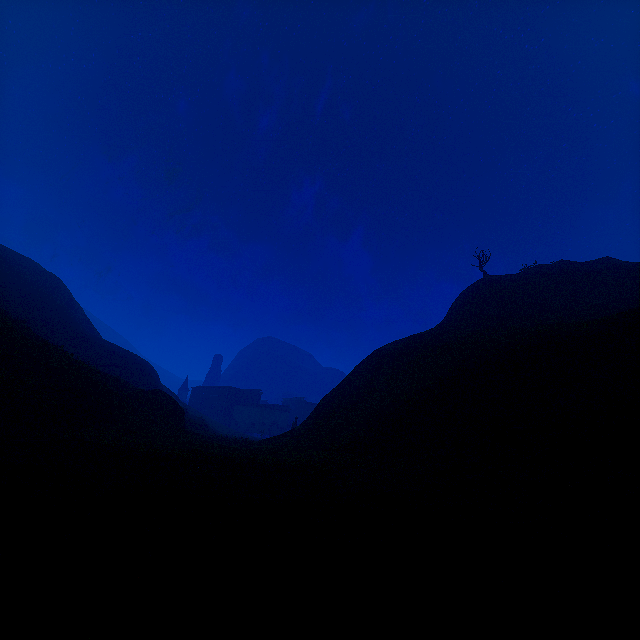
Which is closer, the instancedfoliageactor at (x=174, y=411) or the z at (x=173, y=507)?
the z at (x=173, y=507)

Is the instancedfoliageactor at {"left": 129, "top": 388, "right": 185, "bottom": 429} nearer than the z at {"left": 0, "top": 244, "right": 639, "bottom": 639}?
No

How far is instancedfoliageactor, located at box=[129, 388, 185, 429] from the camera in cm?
2455

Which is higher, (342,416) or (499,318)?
(499,318)

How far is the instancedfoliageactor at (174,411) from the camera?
24.55m
